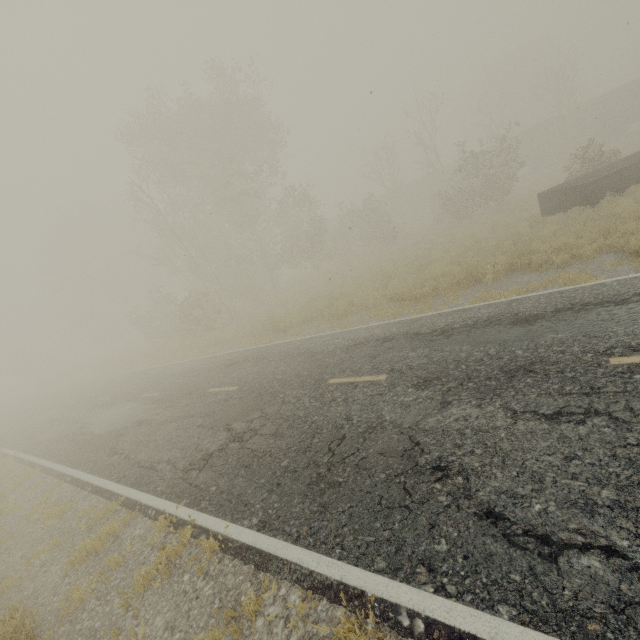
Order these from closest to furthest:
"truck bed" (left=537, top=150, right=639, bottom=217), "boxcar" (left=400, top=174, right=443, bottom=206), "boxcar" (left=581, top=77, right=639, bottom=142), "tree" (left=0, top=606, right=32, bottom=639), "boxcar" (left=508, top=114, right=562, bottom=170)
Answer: "tree" (left=0, top=606, right=32, bottom=639) → "truck bed" (left=537, top=150, right=639, bottom=217) → "boxcar" (left=581, top=77, right=639, bottom=142) → "boxcar" (left=508, top=114, right=562, bottom=170) → "boxcar" (left=400, top=174, right=443, bottom=206)

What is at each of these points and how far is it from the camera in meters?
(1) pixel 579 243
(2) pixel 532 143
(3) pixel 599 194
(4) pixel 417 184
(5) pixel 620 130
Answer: (1) tree, 9.7 m
(2) boxcar, 36.4 m
(3) truck bed, 13.0 m
(4) boxcar, 42.9 m
(5) boxcar, 33.5 m

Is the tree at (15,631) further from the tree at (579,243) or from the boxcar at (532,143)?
the boxcar at (532,143)

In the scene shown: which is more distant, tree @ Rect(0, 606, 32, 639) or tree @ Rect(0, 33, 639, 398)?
tree @ Rect(0, 33, 639, 398)

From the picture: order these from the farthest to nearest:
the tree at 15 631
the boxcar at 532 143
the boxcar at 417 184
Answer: the boxcar at 417 184
the boxcar at 532 143
the tree at 15 631

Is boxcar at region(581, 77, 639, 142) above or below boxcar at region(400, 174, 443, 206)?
below

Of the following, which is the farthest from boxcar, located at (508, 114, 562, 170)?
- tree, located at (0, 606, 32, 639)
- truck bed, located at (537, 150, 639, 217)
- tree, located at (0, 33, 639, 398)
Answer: tree, located at (0, 606, 32, 639)

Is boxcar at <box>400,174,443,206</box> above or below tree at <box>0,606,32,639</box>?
above
